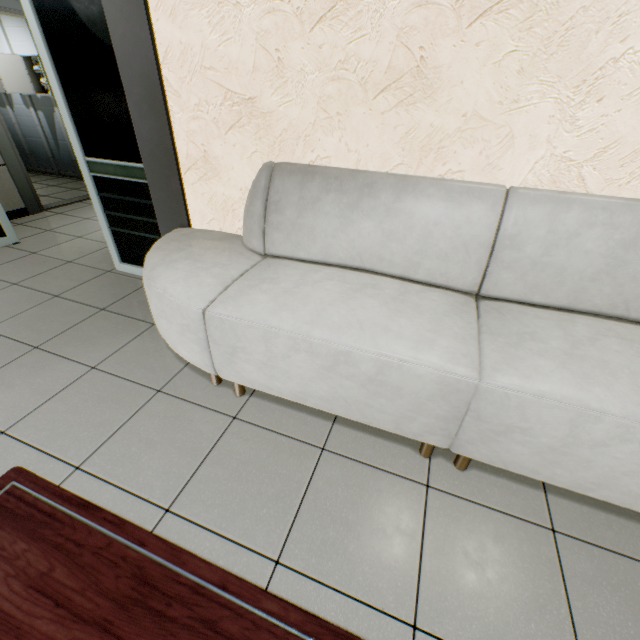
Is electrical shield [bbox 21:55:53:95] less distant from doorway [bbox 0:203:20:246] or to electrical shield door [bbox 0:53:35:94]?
electrical shield door [bbox 0:53:35:94]

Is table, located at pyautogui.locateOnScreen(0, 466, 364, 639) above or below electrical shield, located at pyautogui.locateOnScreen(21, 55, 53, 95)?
below

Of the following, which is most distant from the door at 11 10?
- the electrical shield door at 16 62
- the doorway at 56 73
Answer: the electrical shield door at 16 62

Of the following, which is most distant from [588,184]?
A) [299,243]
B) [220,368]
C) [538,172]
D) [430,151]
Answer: [220,368]

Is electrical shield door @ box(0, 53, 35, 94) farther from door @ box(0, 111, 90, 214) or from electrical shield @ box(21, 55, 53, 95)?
door @ box(0, 111, 90, 214)

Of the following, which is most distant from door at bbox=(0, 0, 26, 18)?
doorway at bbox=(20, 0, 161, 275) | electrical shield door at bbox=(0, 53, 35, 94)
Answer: electrical shield door at bbox=(0, 53, 35, 94)

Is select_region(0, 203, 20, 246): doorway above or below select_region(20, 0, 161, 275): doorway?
below

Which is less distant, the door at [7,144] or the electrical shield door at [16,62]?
the door at [7,144]
